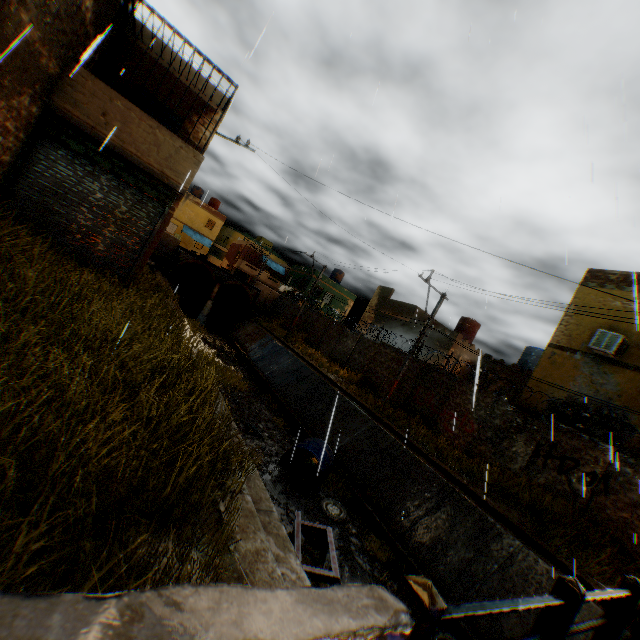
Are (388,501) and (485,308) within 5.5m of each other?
no

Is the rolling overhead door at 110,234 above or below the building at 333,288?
below

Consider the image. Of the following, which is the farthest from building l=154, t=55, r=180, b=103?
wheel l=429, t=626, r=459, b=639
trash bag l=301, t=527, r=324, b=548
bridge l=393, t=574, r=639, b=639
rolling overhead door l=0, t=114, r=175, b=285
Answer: wheel l=429, t=626, r=459, b=639

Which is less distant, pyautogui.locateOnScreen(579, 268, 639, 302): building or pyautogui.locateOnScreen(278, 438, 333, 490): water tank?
pyautogui.locateOnScreen(278, 438, 333, 490): water tank

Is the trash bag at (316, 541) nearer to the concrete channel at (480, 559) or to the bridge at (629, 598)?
the concrete channel at (480, 559)

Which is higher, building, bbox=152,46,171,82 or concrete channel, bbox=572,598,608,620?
building, bbox=152,46,171,82

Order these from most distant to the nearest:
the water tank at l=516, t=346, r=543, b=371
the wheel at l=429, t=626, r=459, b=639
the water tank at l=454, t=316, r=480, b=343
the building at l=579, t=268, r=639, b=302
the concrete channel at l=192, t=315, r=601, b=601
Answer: the water tank at l=454, t=316, r=480, b=343 → the water tank at l=516, t=346, r=543, b=371 → the building at l=579, t=268, r=639, b=302 → the wheel at l=429, t=626, r=459, b=639 → the concrete channel at l=192, t=315, r=601, b=601

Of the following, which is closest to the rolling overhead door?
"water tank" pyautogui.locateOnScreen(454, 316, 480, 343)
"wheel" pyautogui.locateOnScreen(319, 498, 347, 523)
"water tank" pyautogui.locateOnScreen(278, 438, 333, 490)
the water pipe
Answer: "water tank" pyautogui.locateOnScreen(278, 438, 333, 490)
